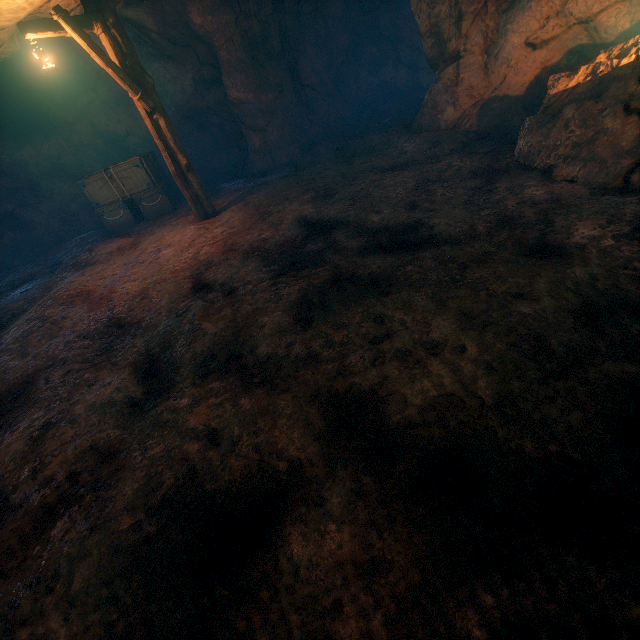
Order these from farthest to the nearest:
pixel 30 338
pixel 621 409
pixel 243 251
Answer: pixel 243 251, pixel 30 338, pixel 621 409

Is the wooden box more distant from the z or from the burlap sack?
the z

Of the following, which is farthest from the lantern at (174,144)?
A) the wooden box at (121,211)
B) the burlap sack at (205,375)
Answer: the wooden box at (121,211)

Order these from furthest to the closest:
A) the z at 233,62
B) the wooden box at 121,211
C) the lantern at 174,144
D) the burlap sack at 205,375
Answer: the wooden box at 121,211 → the z at 233,62 → the lantern at 174,144 → the burlap sack at 205,375

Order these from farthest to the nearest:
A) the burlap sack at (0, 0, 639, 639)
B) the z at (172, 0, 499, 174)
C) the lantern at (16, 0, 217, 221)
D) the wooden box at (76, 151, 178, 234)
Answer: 1. the wooden box at (76, 151, 178, 234)
2. the z at (172, 0, 499, 174)
3. the lantern at (16, 0, 217, 221)
4. the burlap sack at (0, 0, 639, 639)

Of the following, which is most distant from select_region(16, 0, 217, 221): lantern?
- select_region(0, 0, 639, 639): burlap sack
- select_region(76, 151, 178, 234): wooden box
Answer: select_region(76, 151, 178, 234): wooden box

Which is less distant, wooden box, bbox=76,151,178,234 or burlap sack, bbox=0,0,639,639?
burlap sack, bbox=0,0,639,639

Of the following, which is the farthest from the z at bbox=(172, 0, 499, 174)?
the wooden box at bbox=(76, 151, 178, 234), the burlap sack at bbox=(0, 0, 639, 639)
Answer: the wooden box at bbox=(76, 151, 178, 234)
